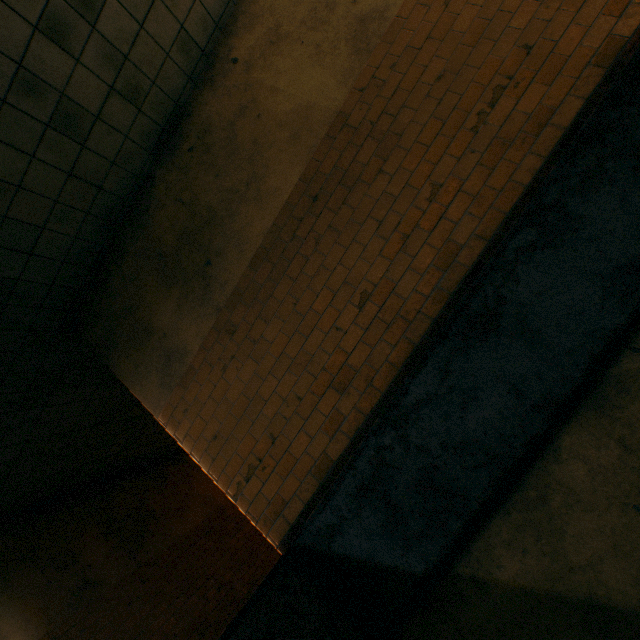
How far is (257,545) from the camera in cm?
771
